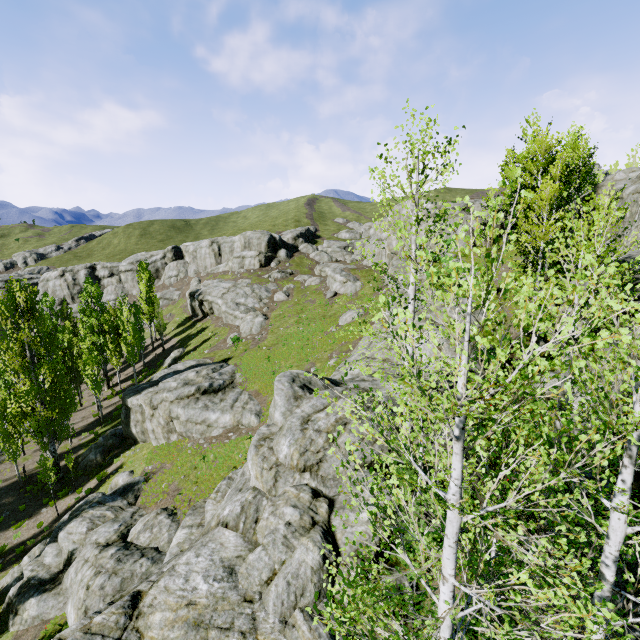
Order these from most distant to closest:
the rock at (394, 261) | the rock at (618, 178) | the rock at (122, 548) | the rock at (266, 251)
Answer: the rock at (266, 251) < the rock at (394, 261) < the rock at (618, 178) < the rock at (122, 548)

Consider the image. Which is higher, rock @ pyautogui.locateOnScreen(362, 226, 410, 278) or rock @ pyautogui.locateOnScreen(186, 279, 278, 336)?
rock @ pyautogui.locateOnScreen(362, 226, 410, 278)

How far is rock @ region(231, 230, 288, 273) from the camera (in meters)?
57.72

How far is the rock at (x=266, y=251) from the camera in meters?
57.7 m

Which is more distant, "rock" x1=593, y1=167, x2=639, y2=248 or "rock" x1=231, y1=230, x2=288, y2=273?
"rock" x1=231, y1=230, x2=288, y2=273

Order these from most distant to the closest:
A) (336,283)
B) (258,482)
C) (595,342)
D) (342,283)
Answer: (336,283), (342,283), (258,482), (595,342)

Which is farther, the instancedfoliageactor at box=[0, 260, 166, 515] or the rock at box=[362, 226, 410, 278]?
the rock at box=[362, 226, 410, 278]
